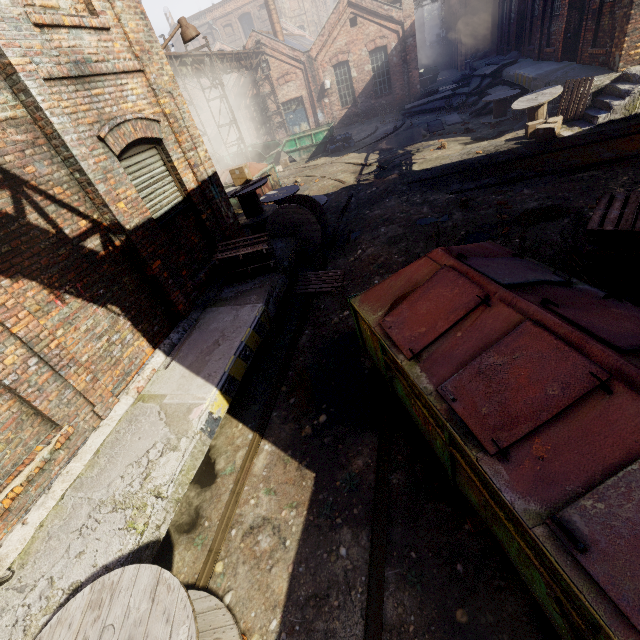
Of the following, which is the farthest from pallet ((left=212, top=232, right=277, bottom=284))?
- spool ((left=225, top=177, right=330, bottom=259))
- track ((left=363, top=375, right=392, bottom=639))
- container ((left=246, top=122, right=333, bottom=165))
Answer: container ((left=246, top=122, right=333, bottom=165))

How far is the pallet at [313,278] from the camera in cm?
748

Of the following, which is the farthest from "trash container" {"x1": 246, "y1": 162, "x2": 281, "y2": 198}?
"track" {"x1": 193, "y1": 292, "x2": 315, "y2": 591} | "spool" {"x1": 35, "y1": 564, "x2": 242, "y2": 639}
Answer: "spool" {"x1": 35, "y1": 564, "x2": 242, "y2": 639}

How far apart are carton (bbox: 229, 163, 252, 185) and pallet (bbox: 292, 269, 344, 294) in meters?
3.9

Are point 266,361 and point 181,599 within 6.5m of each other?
yes

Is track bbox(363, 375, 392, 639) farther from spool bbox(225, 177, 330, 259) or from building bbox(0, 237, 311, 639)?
spool bbox(225, 177, 330, 259)

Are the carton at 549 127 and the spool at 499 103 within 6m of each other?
yes

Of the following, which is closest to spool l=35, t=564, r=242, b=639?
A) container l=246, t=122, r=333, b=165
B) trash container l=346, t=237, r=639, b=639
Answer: trash container l=346, t=237, r=639, b=639
